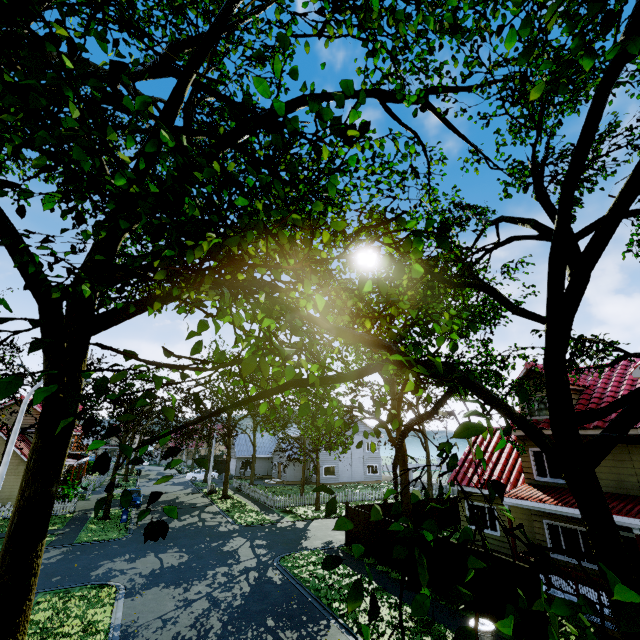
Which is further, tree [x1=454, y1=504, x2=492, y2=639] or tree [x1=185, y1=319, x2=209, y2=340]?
tree [x1=185, y1=319, x2=209, y2=340]

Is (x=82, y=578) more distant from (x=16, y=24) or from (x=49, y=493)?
(x=16, y=24)

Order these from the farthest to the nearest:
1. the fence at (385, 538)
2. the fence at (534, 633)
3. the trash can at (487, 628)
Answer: the fence at (385, 538)
the fence at (534, 633)
the trash can at (487, 628)

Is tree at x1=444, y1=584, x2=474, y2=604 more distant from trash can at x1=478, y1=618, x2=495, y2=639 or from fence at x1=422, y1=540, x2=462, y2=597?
trash can at x1=478, y1=618, x2=495, y2=639

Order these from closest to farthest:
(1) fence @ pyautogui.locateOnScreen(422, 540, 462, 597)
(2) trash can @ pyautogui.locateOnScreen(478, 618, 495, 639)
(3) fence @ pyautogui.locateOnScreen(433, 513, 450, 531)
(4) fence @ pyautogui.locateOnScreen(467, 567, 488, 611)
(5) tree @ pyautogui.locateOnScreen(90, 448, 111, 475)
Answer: (5) tree @ pyautogui.locateOnScreen(90, 448, 111, 475) → (2) trash can @ pyautogui.locateOnScreen(478, 618, 495, 639) → (4) fence @ pyautogui.locateOnScreen(467, 567, 488, 611) → (1) fence @ pyautogui.locateOnScreen(422, 540, 462, 597) → (3) fence @ pyautogui.locateOnScreen(433, 513, 450, 531)

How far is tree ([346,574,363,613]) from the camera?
1.9m

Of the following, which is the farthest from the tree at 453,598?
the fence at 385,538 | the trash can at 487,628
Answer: the trash can at 487,628
